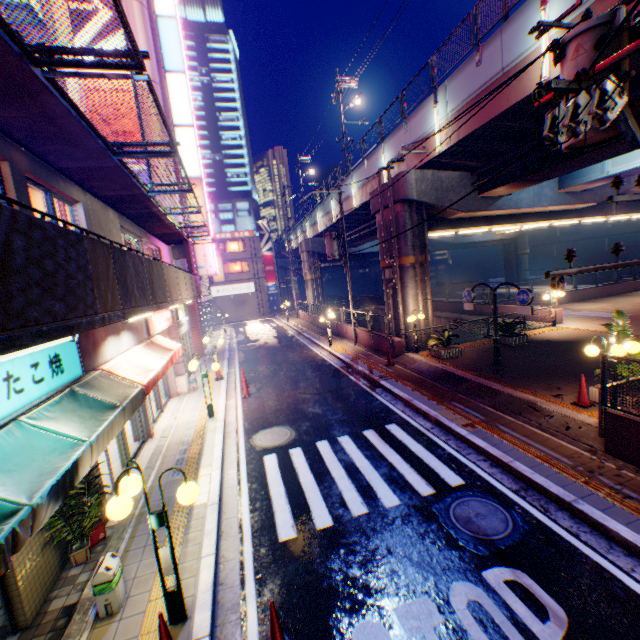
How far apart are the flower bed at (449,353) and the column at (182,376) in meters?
11.4

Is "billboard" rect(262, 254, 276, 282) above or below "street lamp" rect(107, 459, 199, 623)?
above

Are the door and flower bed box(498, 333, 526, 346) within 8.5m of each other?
no

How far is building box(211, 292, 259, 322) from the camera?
46.50m

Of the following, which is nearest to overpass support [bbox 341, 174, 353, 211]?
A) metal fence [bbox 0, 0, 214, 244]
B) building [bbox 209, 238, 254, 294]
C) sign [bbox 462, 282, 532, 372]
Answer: metal fence [bbox 0, 0, 214, 244]

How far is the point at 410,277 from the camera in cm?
1697

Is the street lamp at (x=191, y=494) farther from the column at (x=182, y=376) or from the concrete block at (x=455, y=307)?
the concrete block at (x=455, y=307)

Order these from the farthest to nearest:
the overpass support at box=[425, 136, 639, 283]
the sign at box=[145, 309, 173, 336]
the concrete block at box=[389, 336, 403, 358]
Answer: the concrete block at box=[389, 336, 403, 358] → the overpass support at box=[425, 136, 639, 283] → the sign at box=[145, 309, 173, 336]
